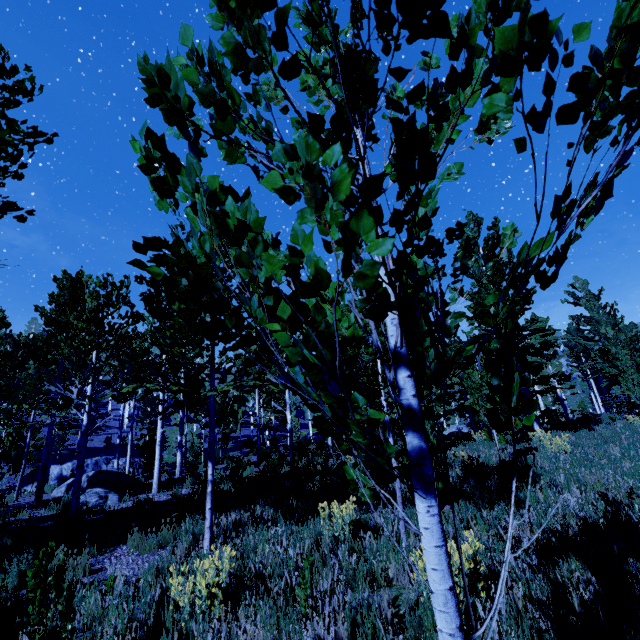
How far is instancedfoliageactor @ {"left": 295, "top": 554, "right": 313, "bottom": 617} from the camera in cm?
343

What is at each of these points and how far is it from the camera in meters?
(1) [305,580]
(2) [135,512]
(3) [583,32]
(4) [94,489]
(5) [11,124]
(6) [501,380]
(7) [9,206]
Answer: (1) instancedfoliageactor, 3.5
(2) instancedfoliageactor, 8.3
(3) instancedfoliageactor, 0.8
(4) rock, 10.5
(5) instancedfoliageactor, 4.9
(6) instancedfoliageactor, 1.3
(7) instancedfoliageactor, 5.6

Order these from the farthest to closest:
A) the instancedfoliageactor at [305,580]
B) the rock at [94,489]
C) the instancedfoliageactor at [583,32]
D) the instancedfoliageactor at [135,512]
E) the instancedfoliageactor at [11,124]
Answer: the rock at [94,489], the instancedfoliageactor at [135,512], the instancedfoliageactor at [11,124], the instancedfoliageactor at [305,580], the instancedfoliageactor at [583,32]

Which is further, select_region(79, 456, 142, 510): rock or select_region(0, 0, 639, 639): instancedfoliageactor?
select_region(79, 456, 142, 510): rock

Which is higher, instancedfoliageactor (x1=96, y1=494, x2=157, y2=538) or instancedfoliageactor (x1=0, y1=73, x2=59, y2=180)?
instancedfoliageactor (x1=0, y1=73, x2=59, y2=180)

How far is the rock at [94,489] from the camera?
9.99m

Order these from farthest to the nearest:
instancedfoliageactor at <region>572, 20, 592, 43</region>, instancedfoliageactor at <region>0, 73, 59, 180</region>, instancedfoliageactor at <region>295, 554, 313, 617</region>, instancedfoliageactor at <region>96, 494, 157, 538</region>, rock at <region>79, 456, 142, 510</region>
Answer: rock at <region>79, 456, 142, 510</region> < instancedfoliageactor at <region>96, 494, 157, 538</region> < instancedfoliageactor at <region>0, 73, 59, 180</region> < instancedfoliageactor at <region>295, 554, 313, 617</region> < instancedfoliageactor at <region>572, 20, 592, 43</region>
